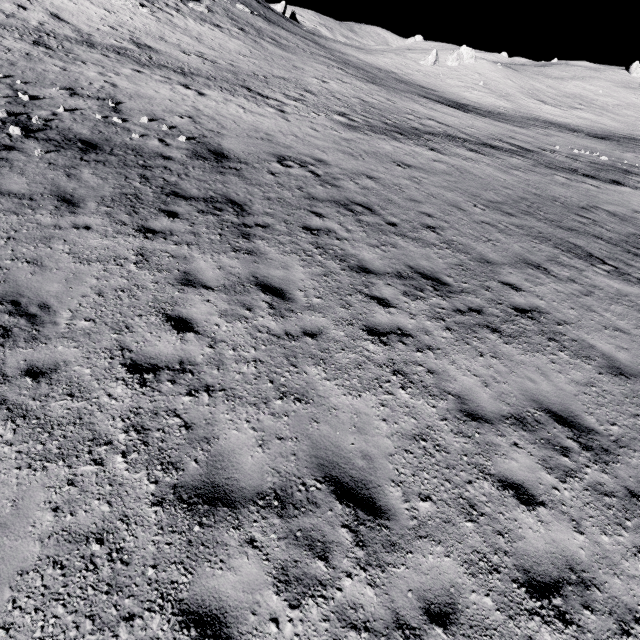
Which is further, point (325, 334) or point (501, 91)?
point (501, 91)

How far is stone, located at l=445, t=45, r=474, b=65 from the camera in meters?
58.5

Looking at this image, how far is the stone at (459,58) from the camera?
58.53m
